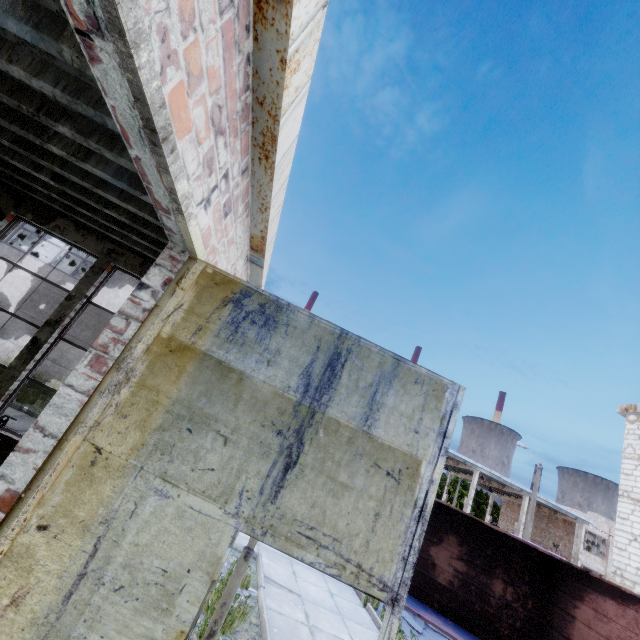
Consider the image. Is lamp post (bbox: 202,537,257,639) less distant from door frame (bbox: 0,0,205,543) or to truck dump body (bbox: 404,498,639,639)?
door frame (bbox: 0,0,205,543)

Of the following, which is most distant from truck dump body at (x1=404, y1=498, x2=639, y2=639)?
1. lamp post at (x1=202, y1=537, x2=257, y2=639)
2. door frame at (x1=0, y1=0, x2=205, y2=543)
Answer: door frame at (x1=0, y1=0, x2=205, y2=543)

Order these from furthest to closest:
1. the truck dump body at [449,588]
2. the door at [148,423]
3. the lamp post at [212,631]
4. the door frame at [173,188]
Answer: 1. the truck dump body at [449,588]
2. the lamp post at [212,631]
3. the door at [148,423]
4. the door frame at [173,188]

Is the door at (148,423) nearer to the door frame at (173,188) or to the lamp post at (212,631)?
the door frame at (173,188)

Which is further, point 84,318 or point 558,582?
point 84,318

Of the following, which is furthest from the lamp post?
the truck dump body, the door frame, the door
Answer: the truck dump body

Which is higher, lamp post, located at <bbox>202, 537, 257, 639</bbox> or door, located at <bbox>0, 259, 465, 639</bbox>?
door, located at <bbox>0, 259, 465, 639</bbox>
